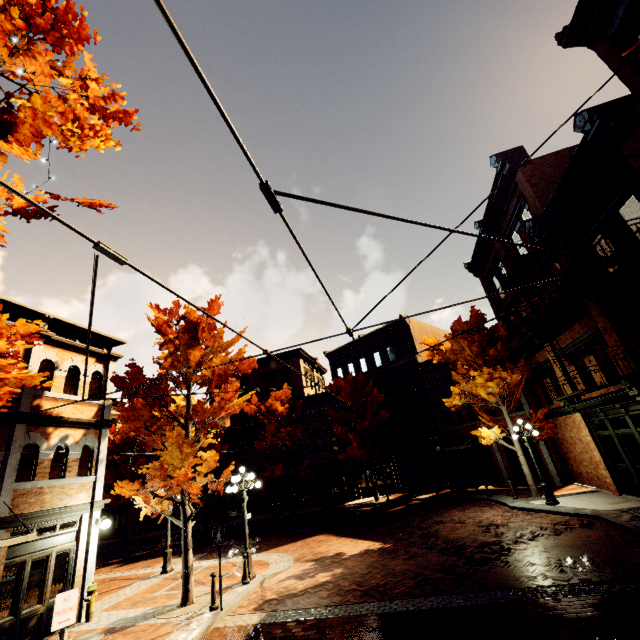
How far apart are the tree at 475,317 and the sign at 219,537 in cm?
1625

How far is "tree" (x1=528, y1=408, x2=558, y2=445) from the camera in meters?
17.3 m

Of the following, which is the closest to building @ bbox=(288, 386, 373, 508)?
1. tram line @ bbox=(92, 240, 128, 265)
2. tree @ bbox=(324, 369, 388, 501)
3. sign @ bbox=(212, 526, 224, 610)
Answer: tree @ bbox=(324, 369, 388, 501)

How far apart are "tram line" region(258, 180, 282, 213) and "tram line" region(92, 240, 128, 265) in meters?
1.3 m

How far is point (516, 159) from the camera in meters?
14.9 m

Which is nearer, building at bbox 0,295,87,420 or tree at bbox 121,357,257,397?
building at bbox 0,295,87,420

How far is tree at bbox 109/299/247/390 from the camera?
10.8m

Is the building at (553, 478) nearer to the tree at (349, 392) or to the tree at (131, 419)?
the tree at (131, 419)
